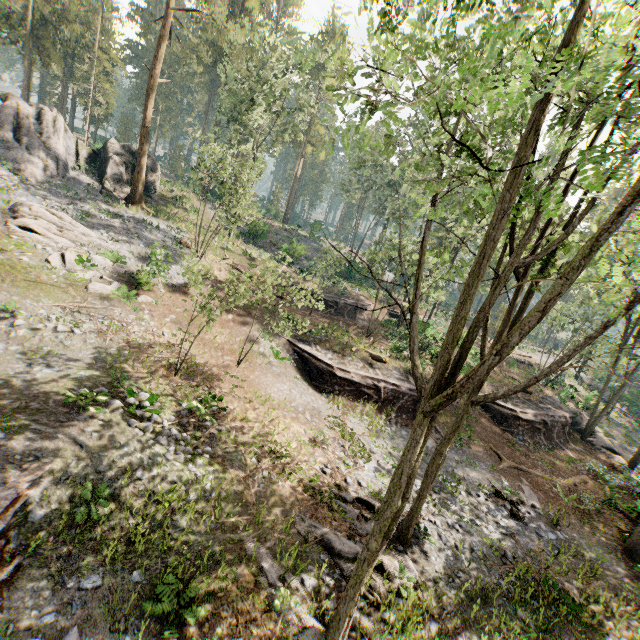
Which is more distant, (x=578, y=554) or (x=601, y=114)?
(x=578, y=554)

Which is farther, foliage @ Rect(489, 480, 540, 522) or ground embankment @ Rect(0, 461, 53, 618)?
foliage @ Rect(489, 480, 540, 522)

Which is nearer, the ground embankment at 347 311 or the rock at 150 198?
the rock at 150 198

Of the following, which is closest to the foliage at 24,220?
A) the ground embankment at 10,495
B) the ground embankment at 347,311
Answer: the ground embankment at 10,495

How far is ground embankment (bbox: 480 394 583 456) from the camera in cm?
2309

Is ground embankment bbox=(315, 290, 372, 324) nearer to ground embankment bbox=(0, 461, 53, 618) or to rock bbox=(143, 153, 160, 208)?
rock bbox=(143, 153, 160, 208)

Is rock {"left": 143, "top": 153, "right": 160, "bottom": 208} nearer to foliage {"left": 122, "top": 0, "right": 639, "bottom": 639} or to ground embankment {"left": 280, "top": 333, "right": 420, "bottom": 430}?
foliage {"left": 122, "top": 0, "right": 639, "bottom": 639}
